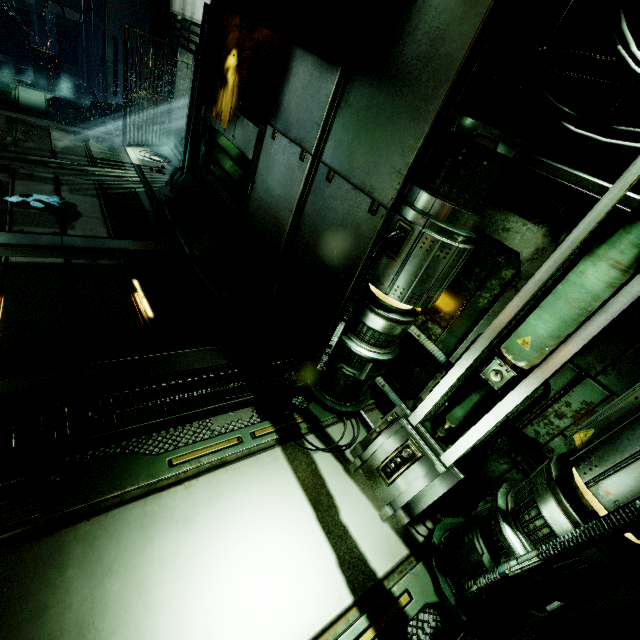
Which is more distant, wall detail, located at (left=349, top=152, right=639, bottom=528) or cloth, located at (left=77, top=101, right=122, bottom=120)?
cloth, located at (left=77, top=101, right=122, bottom=120)

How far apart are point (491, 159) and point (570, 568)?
2.70m

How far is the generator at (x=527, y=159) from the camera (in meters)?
2.23

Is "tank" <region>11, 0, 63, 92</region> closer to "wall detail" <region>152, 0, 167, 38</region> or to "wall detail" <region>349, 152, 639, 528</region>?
"wall detail" <region>152, 0, 167, 38</region>

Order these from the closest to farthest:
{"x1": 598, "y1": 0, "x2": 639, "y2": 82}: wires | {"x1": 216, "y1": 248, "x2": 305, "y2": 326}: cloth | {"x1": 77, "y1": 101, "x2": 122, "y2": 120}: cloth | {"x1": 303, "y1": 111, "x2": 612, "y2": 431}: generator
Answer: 1. {"x1": 598, "y1": 0, "x2": 639, "y2": 82}: wires
2. {"x1": 303, "y1": 111, "x2": 612, "y2": 431}: generator
3. {"x1": 216, "y1": 248, "x2": 305, "y2": 326}: cloth
4. {"x1": 77, "y1": 101, "x2": 122, "y2": 120}: cloth

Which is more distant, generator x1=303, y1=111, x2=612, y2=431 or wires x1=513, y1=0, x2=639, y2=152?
generator x1=303, y1=111, x2=612, y2=431

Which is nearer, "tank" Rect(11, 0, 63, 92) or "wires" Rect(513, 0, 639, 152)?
"wires" Rect(513, 0, 639, 152)

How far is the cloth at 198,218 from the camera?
7.2m
